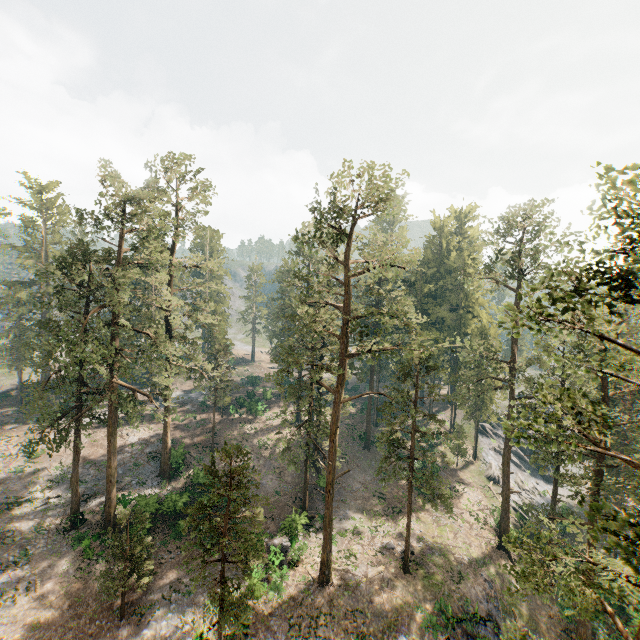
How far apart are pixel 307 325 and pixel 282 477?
24.27m

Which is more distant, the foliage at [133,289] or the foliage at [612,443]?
the foliage at [133,289]

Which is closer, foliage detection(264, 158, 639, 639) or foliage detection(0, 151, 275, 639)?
foliage detection(264, 158, 639, 639)
